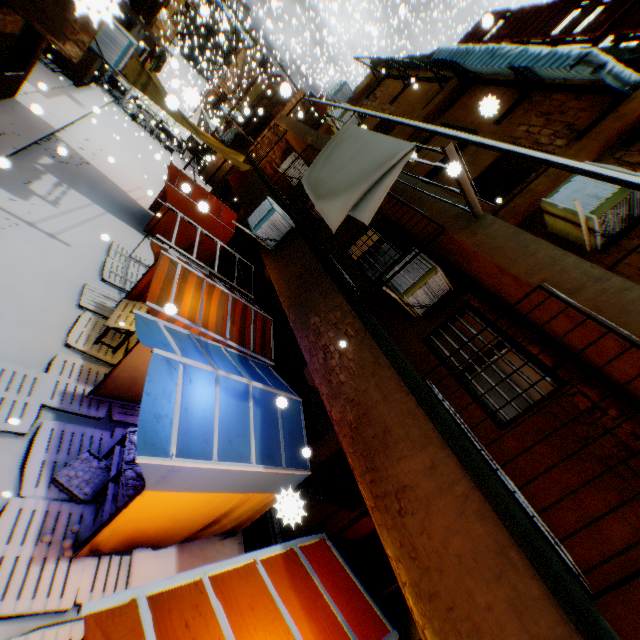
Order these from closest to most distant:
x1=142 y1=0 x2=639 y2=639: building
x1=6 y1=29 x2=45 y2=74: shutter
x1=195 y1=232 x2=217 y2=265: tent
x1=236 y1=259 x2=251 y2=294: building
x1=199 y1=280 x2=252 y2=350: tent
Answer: x1=142 y1=0 x2=639 y2=639: building
x1=199 y1=280 x2=252 y2=350: tent
x1=6 y1=29 x2=45 y2=74: shutter
x1=236 y1=259 x2=251 y2=294: building
x1=195 y1=232 x2=217 y2=265: tent

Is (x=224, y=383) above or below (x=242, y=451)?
above

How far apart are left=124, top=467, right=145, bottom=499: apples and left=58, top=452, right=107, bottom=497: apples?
0.8m

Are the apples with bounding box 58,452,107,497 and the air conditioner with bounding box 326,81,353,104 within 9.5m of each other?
no

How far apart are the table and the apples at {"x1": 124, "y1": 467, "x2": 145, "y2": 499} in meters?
3.3 m

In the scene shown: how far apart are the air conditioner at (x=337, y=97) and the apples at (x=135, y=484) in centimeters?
1390cm

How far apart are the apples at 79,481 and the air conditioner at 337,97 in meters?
14.0

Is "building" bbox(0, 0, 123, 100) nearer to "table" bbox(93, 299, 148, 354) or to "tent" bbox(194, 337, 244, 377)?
"tent" bbox(194, 337, 244, 377)
